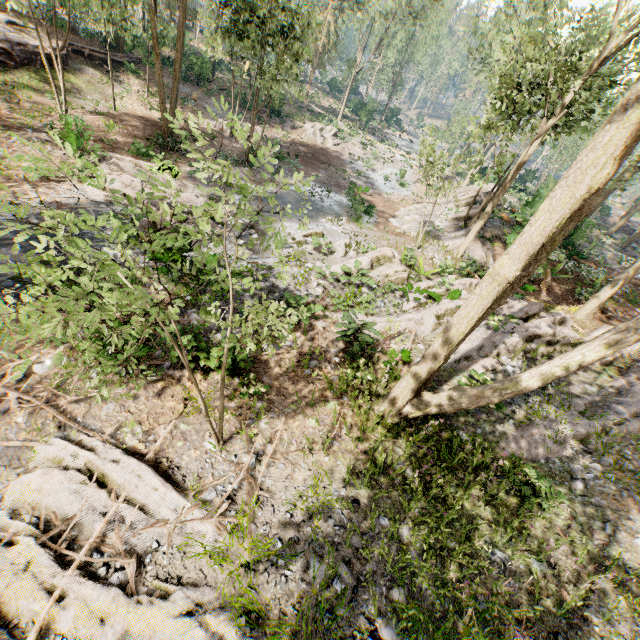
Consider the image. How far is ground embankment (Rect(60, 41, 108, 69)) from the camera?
21.6m

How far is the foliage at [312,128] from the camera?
31.91m

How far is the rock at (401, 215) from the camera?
21.2m

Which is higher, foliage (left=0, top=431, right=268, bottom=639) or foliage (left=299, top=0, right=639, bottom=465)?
foliage (left=299, top=0, right=639, bottom=465)

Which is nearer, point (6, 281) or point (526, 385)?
point (526, 385)

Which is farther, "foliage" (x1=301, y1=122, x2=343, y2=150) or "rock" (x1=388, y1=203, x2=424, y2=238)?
"foliage" (x1=301, y1=122, x2=343, y2=150)

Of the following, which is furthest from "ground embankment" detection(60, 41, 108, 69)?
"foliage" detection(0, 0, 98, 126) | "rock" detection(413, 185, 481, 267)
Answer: "rock" detection(413, 185, 481, 267)

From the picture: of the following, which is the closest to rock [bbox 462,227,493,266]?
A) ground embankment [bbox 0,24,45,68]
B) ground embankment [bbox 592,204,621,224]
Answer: ground embankment [bbox 592,204,621,224]
